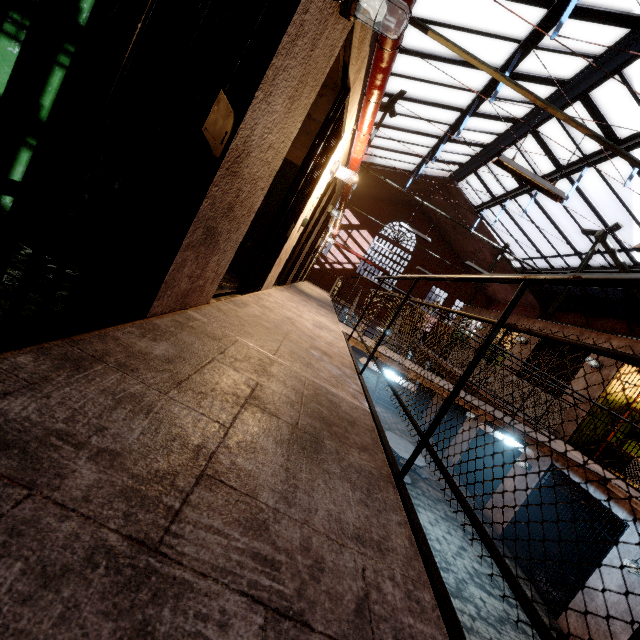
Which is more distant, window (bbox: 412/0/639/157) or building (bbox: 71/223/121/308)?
window (bbox: 412/0/639/157)

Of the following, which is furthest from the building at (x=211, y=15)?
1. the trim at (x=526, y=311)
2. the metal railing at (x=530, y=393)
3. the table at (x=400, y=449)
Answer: the trim at (x=526, y=311)

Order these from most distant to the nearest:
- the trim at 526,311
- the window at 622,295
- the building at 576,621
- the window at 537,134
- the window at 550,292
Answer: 1. the trim at 526,311
2. the window at 550,292
3. the window at 622,295
4. the window at 537,134
5. the building at 576,621

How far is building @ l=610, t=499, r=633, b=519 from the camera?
6.12m

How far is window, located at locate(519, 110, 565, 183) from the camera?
9.5 meters

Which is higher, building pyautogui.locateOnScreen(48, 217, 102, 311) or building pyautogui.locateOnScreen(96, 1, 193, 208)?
building pyautogui.locateOnScreen(96, 1, 193, 208)

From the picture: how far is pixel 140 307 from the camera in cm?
157

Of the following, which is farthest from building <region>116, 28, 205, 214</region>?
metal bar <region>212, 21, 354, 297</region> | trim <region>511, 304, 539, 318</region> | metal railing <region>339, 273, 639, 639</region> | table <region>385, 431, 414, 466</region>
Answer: trim <region>511, 304, 539, 318</region>
